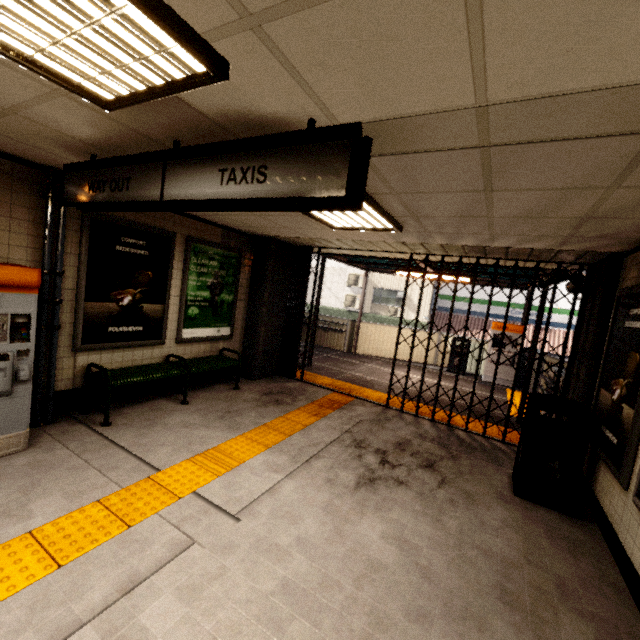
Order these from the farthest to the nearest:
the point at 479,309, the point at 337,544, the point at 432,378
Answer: the point at 479,309 < the point at 432,378 < the point at 337,544

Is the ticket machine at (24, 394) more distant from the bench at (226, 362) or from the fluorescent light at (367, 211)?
the fluorescent light at (367, 211)

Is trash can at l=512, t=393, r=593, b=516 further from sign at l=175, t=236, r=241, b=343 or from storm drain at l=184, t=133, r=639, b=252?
sign at l=175, t=236, r=241, b=343

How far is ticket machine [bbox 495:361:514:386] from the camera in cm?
966

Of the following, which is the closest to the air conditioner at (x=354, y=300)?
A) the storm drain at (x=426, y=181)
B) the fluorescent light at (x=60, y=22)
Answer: the storm drain at (x=426, y=181)

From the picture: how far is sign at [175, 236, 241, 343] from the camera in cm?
537

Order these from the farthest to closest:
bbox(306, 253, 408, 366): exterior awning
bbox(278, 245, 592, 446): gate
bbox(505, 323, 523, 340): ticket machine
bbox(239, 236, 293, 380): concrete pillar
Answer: bbox(505, 323, 523, 340): ticket machine → bbox(306, 253, 408, 366): exterior awning → bbox(239, 236, 293, 380): concrete pillar → bbox(278, 245, 592, 446): gate

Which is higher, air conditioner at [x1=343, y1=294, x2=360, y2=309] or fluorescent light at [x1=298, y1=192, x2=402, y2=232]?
fluorescent light at [x1=298, y1=192, x2=402, y2=232]
